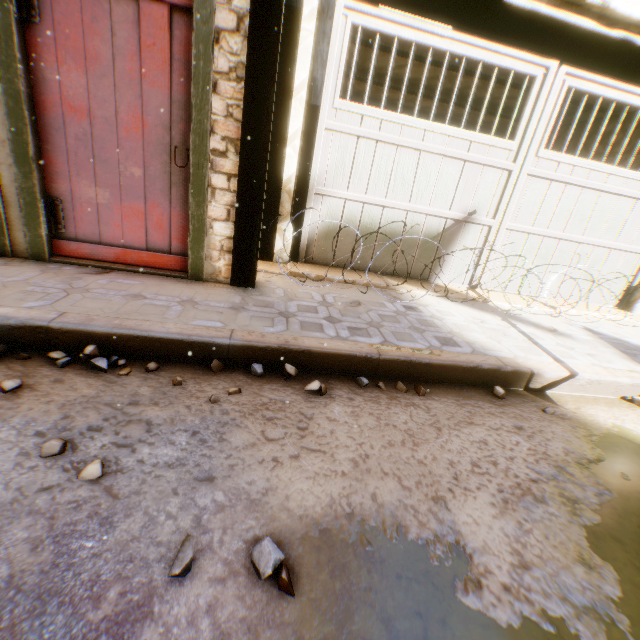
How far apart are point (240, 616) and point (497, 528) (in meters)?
1.15

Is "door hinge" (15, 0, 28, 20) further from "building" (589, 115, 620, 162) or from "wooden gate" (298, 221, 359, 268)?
"wooden gate" (298, 221, 359, 268)

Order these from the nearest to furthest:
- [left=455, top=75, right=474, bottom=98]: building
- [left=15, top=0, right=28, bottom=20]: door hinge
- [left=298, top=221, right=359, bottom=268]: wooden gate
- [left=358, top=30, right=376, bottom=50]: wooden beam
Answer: [left=15, top=0, right=28, bottom=20]: door hinge
[left=298, top=221, right=359, bottom=268]: wooden gate
[left=358, top=30, right=376, bottom=50]: wooden beam
[left=455, top=75, right=474, bottom=98]: building

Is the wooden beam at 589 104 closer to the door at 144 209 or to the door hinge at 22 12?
the door at 144 209

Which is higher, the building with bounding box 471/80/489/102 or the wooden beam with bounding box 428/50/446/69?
the building with bounding box 471/80/489/102

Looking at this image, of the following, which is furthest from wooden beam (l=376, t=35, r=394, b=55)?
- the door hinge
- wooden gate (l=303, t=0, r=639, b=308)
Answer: the door hinge

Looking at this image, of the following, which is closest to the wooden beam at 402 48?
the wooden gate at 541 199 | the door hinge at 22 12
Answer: the wooden gate at 541 199

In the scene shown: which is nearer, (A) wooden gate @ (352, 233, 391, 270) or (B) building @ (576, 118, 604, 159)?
(A) wooden gate @ (352, 233, 391, 270)
